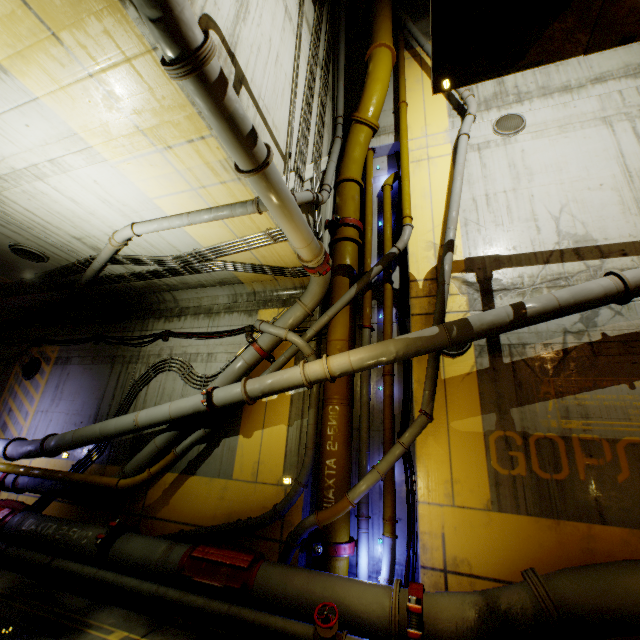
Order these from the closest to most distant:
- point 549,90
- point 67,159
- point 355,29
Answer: point 67,159
point 549,90
point 355,29

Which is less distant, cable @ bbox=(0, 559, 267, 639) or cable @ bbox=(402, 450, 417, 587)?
cable @ bbox=(0, 559, 267, 639)

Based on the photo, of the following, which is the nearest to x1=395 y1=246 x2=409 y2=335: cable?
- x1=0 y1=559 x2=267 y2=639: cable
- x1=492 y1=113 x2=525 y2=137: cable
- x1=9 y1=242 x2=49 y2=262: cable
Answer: x1=0 y1=559 x2=267 y2=639: cable

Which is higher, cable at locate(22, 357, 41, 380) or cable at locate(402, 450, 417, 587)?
cable at locate(22, 357, 41, 380)

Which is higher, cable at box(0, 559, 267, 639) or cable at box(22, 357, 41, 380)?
cable at box(22, 357, 41, 380)

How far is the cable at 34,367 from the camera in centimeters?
1148cm

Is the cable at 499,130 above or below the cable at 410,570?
above

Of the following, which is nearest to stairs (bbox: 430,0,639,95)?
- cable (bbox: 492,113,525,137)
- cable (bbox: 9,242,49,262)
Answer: cable (bbox: 492,113,525,137)
